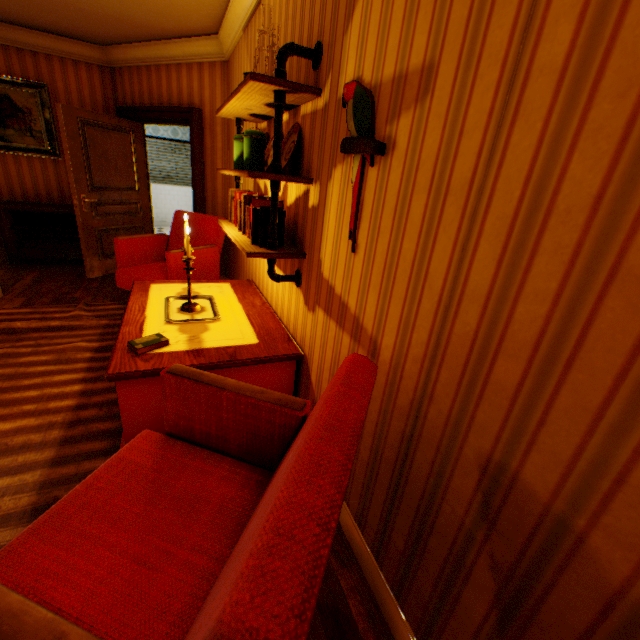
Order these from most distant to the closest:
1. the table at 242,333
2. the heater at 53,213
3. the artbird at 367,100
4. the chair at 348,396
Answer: the heater at 53,213 → the table at 242,333 → the artbird at 367,100 → the chair at 348,396

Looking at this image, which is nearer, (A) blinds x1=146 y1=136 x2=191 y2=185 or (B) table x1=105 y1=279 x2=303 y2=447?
(B) table x1=105 y1=279 x2=303 y2=447

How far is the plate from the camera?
1.95m

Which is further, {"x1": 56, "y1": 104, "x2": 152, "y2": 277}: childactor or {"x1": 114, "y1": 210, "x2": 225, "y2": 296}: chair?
{"x1": 56, "y1": 104, "x2": 152, "y2": 277}: childactor

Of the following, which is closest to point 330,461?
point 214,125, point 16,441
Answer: point 16,441

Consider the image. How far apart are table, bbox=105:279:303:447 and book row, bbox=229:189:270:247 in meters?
0.6 m

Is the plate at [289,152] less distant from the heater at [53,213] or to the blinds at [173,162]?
the heater at [53,213]

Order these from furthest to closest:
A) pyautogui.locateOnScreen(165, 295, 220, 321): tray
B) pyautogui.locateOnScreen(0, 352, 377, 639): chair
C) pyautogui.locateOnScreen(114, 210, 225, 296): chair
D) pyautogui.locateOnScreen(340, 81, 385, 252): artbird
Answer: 1. pyautogui.locateOnScreen(114, 210, 225, 296): chair
2. pyautogui.locateOnScreen(165, 295, 220, 321): tray
3. pyautogui.locateOnScreen(340, 81, 385, 252): artbird
4. pyautogui.locateOnScreen(0, 352, 377, 639): chair
